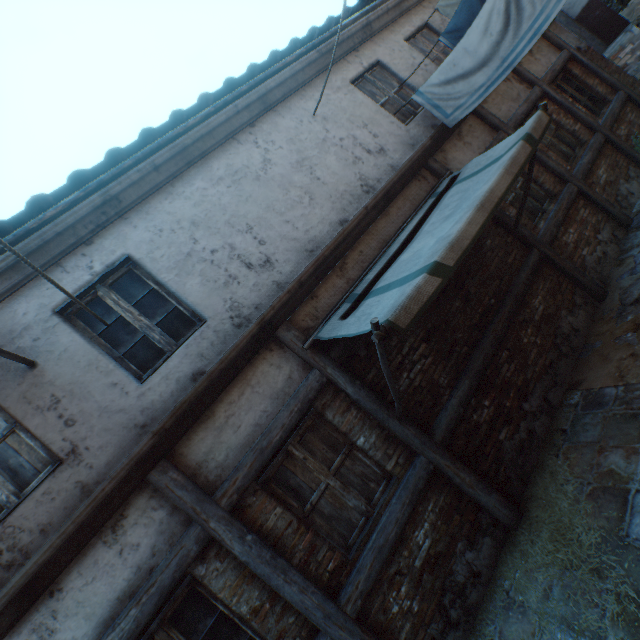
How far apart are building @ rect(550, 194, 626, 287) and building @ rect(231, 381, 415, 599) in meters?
4.3

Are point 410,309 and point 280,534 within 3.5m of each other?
yes

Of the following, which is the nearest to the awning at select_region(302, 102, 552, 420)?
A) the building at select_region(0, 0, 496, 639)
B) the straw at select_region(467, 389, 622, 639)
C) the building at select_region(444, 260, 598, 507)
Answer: the building at select_region(0, 0, 496, 639)

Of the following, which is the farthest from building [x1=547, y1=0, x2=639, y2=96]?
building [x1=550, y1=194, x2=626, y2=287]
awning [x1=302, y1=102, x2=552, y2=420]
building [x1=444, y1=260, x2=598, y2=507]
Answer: building [x1=444, y1=260, x2=598, y2=507]

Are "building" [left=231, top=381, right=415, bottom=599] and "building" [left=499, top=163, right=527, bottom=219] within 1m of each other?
no

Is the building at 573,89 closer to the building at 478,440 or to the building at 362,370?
the building at 362,370

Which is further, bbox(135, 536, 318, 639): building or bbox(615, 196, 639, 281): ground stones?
bbox(615, 196, 639, 281): ground stones

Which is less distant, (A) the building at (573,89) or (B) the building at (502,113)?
(B) the building at (502,113)
